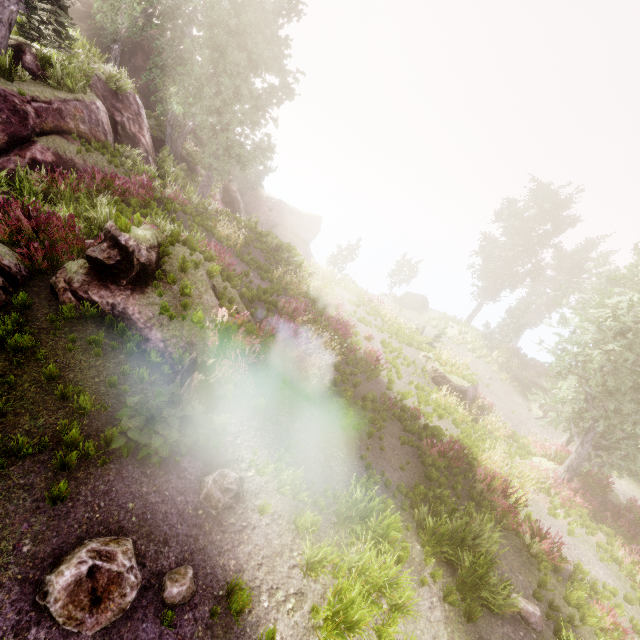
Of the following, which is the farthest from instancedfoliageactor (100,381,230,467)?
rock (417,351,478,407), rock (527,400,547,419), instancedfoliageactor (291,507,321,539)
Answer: rock (417,351,478,407)

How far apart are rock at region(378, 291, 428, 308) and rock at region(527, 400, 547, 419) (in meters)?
15.30

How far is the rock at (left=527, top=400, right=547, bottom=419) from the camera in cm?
2233

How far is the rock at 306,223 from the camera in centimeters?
3444cm

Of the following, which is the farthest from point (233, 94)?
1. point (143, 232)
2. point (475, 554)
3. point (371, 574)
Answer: point (475, 554)

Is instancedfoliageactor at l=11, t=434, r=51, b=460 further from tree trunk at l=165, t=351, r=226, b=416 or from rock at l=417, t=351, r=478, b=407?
rock at l=417, t=351, r=478, b=407

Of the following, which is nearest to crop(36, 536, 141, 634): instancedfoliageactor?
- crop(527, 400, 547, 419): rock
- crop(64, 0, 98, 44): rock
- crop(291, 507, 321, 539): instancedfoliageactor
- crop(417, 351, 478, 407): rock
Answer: crop(64, 0, 98, 44): rock

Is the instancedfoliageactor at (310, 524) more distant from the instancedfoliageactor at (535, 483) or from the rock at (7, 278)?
the rock at (7, 278)
